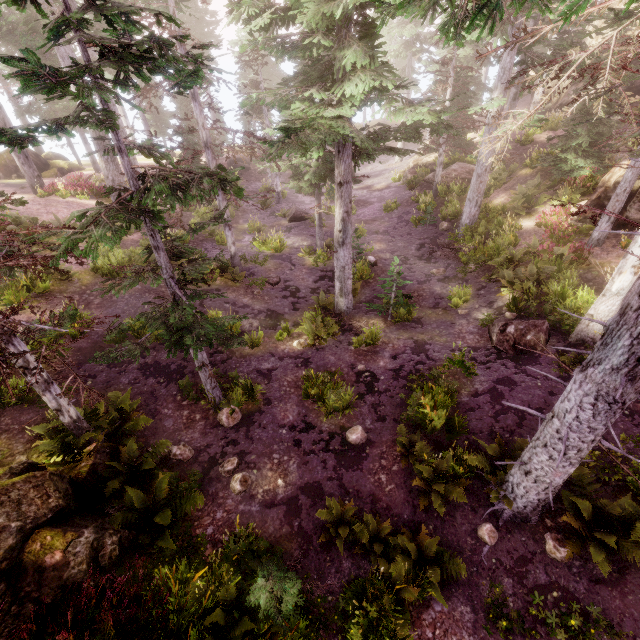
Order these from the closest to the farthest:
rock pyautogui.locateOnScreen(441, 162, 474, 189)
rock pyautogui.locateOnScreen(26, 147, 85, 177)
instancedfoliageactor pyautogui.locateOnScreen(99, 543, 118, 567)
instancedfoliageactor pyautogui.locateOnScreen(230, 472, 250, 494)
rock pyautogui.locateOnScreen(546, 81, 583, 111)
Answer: instancedfoliageactor pyautogui.locateOnScreen(99, 543, 118, 567)
instancedfoliageactor pyautogui.locateOnScreen(230, 472, 250, 494)
rock pyautogui.locateOnScreen(441, 162, 474, 189)
rock pyautogui.locateOnScreen(546, 81, 583, 111)
rock pyautogui.locateOnScreen(26, 147, 85, 177)

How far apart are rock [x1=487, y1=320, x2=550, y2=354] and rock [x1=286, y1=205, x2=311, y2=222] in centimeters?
1550cm

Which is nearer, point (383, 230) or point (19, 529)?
point (19, 529)

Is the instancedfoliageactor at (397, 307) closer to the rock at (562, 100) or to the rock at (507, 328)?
the rock at (562, 100)

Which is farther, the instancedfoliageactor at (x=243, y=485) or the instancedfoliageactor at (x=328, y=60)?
the instancedfoliageactor at (x=243, y=485)

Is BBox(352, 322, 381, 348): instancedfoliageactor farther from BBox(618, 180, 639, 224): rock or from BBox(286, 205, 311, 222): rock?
BBox(286, 205, 311, 222): rock

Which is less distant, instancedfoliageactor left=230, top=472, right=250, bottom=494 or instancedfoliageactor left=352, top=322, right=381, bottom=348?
instancedfoliageactor left=230, top=472, right=250, bottom=494
